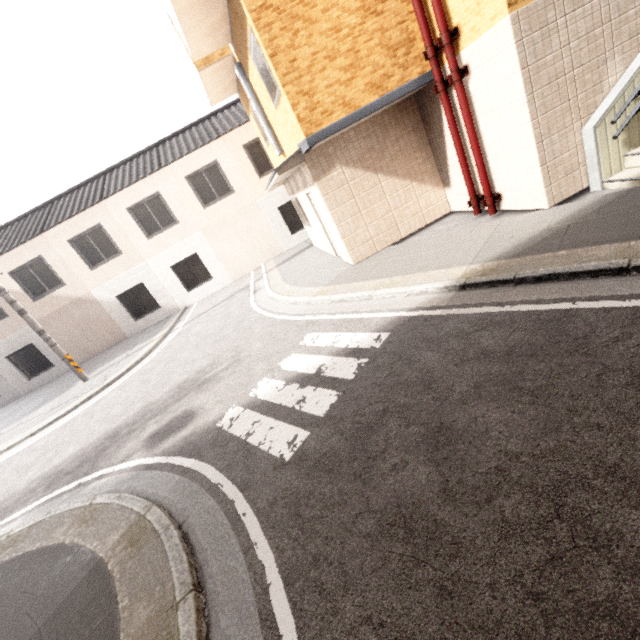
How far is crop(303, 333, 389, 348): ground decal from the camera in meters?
4.9

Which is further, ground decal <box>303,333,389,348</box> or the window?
the window

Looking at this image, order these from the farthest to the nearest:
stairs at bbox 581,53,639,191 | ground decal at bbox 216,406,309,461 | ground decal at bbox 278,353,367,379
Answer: stairs at bbox 581,53,639,191 < ground decal at bbox 278,353,367,379 < ground decal at bbox 216,406,309,461

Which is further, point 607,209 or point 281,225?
point 281,225

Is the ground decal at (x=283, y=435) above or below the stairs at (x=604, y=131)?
below

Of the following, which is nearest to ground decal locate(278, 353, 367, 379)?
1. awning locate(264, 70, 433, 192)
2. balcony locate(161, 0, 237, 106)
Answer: awning locate(264, 70, 433, 192)

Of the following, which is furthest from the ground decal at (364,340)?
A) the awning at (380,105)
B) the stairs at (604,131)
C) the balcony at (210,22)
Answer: the balcony at (210,22)

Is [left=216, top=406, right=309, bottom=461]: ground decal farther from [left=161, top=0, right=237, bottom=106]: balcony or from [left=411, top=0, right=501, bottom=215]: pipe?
[left=161, top=0, right=237, bottom=106]: balcony
